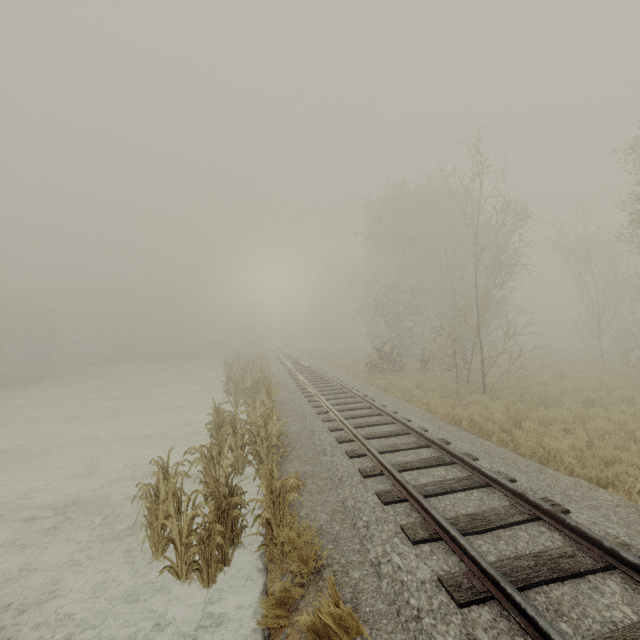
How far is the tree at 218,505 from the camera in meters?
4.7 m

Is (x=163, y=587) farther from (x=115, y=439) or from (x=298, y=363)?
(x=298, y=363)

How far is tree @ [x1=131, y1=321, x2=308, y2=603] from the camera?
4.7m
